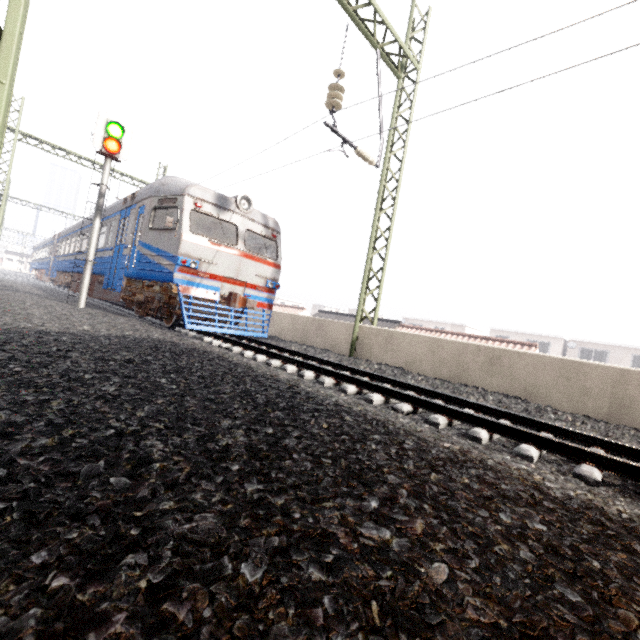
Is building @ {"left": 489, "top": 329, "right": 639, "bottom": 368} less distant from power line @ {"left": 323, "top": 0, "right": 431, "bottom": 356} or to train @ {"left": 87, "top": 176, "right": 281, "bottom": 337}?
power line @ {"left": 323, "top": 0, "right": 431, "bottom": 356}

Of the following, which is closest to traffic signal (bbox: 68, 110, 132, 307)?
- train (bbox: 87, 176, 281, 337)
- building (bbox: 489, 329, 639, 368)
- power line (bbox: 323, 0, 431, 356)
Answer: train (bbox: 87, 176, 281, 337)

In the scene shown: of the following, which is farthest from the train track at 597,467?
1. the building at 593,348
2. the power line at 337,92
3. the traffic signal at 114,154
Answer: the building at 593,348

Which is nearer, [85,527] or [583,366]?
[85,527]

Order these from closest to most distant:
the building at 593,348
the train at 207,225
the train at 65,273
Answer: the train at 207,225 → the train at 65,273 → the building at 593,348

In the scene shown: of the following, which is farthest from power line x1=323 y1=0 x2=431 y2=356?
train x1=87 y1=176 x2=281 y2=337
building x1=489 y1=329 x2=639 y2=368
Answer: building x1=489 y1=329 x2=639 y2=368

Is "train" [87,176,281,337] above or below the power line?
below

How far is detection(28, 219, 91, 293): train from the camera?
16.1m
